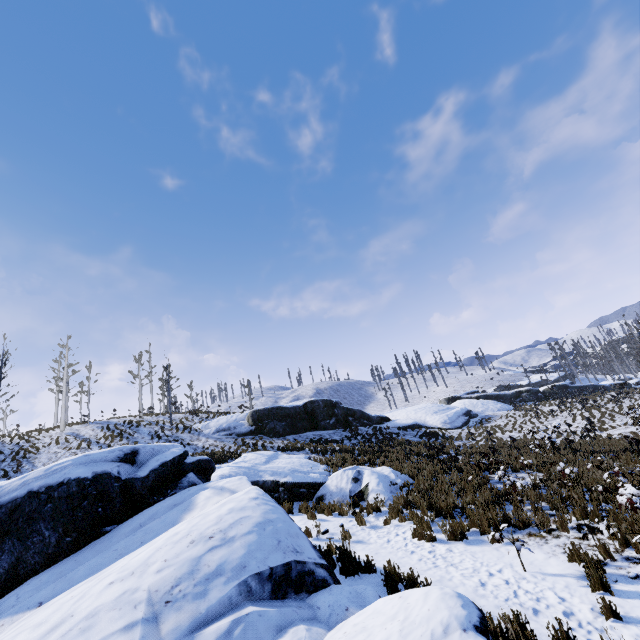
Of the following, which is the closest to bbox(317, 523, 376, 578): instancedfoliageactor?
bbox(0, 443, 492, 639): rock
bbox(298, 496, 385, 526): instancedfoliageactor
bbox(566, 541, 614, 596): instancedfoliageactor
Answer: bbox(0, 443, 492, 639): rock

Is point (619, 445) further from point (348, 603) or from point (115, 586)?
point (115, 586)

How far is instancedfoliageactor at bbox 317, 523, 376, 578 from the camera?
6.61m

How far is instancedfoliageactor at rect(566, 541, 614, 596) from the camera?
5.30m

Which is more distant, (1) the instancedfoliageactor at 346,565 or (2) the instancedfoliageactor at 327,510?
(2) the instancedfoliageactor at 327,510

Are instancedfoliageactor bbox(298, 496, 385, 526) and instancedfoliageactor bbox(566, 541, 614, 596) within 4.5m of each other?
no

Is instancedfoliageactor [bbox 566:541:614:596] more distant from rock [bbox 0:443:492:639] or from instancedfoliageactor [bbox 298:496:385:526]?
instancedfoliageactor [bbox 298:496:385:526]

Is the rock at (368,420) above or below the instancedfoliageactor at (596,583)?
above
